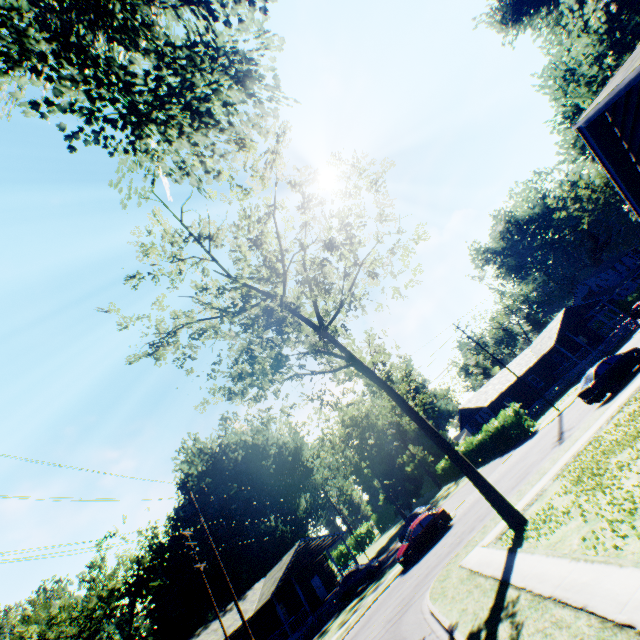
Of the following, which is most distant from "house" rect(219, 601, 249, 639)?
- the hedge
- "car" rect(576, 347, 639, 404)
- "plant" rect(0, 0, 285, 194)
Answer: "plant" rect(0, 0, 285, 194)

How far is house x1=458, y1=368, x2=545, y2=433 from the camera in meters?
40.4 m

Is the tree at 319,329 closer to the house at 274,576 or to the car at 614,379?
the car at 614,379

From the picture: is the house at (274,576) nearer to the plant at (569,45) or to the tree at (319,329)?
the tree at (319,329)

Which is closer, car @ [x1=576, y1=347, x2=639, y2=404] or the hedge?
car @ [x1=576, y1=347, x2=639, y2=404]

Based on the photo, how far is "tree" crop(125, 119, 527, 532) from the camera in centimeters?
1368cm

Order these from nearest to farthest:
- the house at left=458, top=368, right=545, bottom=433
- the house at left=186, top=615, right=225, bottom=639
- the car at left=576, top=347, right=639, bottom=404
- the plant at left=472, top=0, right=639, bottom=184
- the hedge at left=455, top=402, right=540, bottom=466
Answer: the plant at left=472, top=0, right=639, bottom=184 < the car at left=576, top=347, right=639, bottom=404 < the house at left=186, top=615, right=225, bottom=639 < the hedge at left=455, top=402, right=540, bottom=466 < the house at left=458, top=368, right=545, bottom=433

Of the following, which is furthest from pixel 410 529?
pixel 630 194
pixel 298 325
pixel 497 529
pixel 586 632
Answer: pixel 630 194
